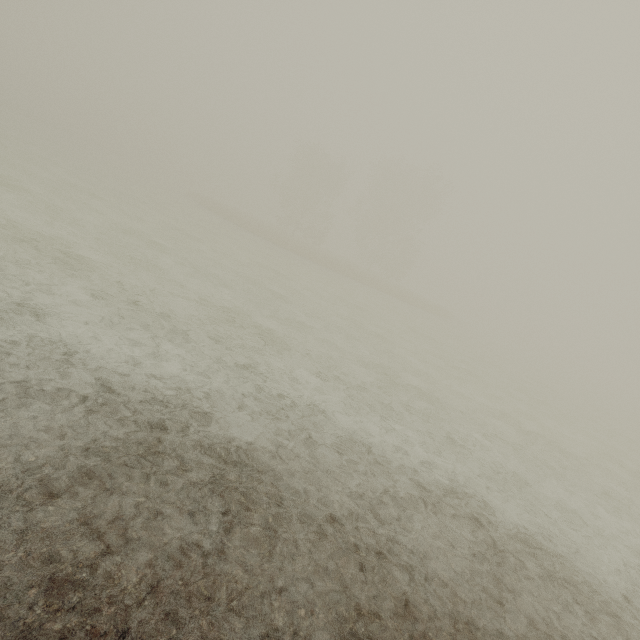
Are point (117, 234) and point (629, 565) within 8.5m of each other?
no
